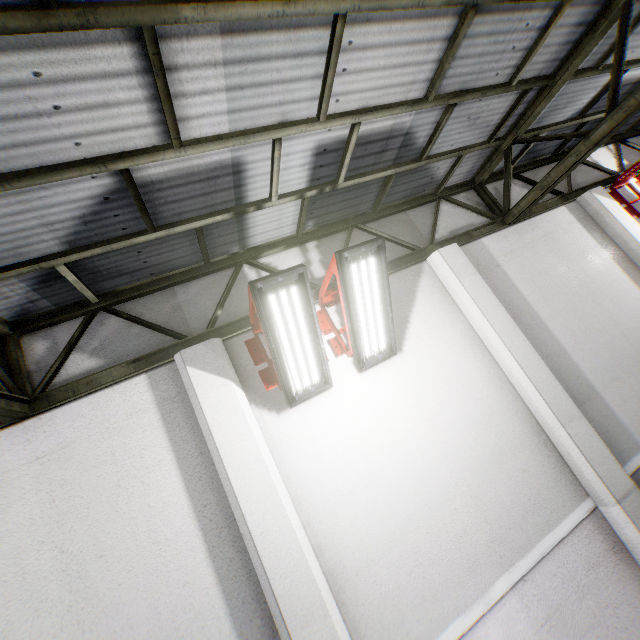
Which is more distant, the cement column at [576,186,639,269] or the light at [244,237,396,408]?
the cement column at [576,186,639,269]

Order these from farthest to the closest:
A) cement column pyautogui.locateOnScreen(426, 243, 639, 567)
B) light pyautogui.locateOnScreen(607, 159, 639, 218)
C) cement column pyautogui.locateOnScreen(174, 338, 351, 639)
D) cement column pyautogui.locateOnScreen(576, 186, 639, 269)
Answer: light pyautogui.locateOnScreen(607, 159, 639, 218) → cement column pyautogui.locateOnScreen(576, 186, 639, 269) → cement column pyautogui.locateOnScreen(426, 243, 639, 567) → cement column pyautogui.locateOnScreen(174, 338, 351, 639)

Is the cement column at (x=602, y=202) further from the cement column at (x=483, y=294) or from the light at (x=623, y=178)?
the cement column at (x=483, y=294)

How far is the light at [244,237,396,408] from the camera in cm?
332

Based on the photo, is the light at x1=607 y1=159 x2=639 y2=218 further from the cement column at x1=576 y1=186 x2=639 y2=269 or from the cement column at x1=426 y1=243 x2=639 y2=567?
the cement column at x1=426 y1=243 x2=639 y2=567

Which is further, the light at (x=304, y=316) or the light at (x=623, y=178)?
the light at (x=623, y=178)

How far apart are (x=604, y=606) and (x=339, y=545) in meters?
3.2

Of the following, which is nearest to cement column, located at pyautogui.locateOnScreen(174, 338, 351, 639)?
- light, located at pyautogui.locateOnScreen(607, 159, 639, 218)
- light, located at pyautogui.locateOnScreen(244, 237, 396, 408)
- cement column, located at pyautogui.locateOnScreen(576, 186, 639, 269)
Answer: light, located at pyautogui.locateOnScreen(244, 237, 396, 408)
